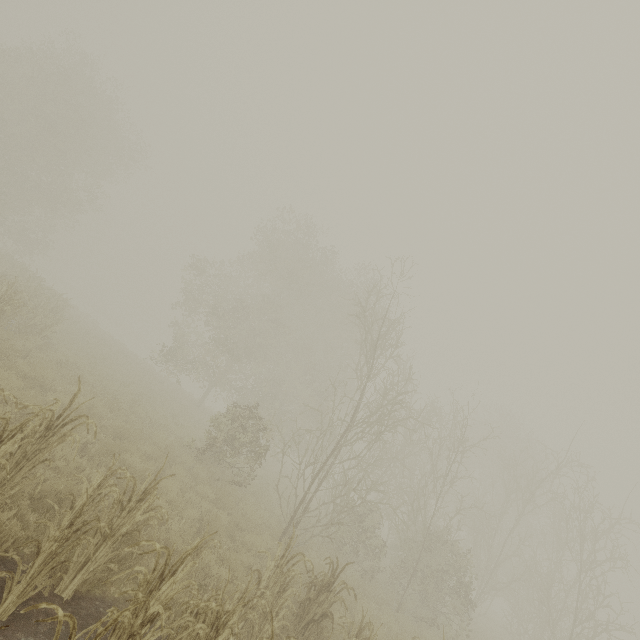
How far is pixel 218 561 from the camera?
6.28m
